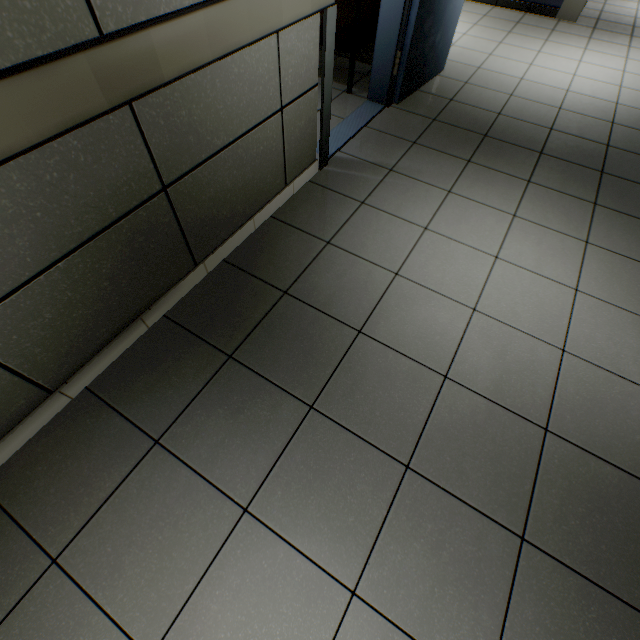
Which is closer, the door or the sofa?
the door

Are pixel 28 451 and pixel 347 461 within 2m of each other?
yes

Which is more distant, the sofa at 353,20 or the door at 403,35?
the sofa at 353,20
